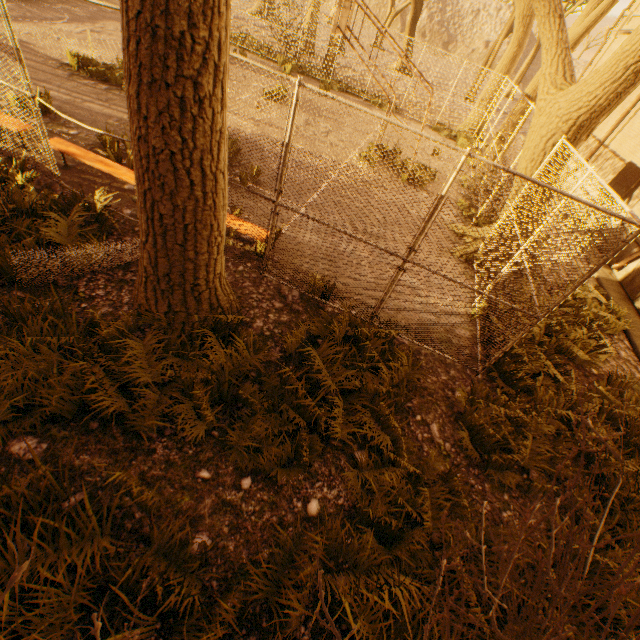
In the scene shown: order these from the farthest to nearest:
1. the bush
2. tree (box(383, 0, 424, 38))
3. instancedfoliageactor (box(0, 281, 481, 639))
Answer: tree (box(383, 0, 424, 38))
instancedfoliageactor (box(0, 281, 481, 639))
the bush

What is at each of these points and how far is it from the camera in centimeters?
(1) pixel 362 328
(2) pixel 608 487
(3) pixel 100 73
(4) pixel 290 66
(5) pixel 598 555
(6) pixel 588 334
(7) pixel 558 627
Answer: (1) instancedfoliageactor, 489cm
(2) instancedfoliageactor, 423cm
(3) instancedfoliageactor, 948cm
(4) instancedfoliageactor, 1598cm
(5) instancedfoliageactor, 363cm
(6) instancedfoliageactor, 691cm
(7) bush, 268cm

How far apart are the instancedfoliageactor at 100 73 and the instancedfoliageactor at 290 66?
10.1m

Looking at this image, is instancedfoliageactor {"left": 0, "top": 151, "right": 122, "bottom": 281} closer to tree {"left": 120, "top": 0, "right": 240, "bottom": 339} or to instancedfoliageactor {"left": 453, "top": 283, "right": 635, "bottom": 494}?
tree {"left": 120, "top": 0, "right": 240, "bottom": 339}

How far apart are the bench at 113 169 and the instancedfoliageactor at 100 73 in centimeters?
511cm

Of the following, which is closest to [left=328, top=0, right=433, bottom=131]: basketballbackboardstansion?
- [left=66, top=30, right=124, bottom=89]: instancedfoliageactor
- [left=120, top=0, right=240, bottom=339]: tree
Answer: [left=120, top=0, right=240, bottom=339]: tree

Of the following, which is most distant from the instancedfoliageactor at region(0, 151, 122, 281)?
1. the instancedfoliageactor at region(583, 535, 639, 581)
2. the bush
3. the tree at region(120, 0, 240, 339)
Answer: the instancedfoliageactor at region(583, 535, 639, 581)

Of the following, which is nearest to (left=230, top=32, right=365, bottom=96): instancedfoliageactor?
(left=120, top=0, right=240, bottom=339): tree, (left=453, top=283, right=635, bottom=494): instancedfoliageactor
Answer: (left=120, top=0, right=240, bottom=339): tree
